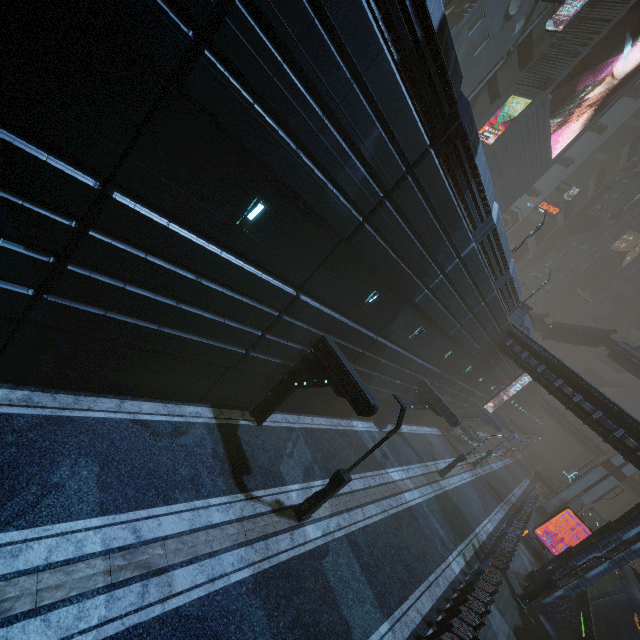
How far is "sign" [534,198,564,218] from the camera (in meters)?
50.72

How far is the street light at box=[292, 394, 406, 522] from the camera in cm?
1062

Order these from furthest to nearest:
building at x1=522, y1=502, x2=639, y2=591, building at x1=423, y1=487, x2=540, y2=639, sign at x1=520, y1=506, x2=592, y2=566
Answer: sign at x1=520, y1=506, x2=592, y2=566, building at x1=522, y1=502, x2=639, y2=591, building at x1=423, y1=487, x2=540, y2=639

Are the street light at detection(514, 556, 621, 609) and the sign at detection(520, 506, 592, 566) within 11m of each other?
yes

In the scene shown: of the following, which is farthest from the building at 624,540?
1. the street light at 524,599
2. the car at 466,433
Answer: the street light at 524,599

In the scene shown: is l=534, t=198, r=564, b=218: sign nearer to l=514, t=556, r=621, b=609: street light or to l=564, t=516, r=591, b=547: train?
l=564, t=516, r=591, b=547: train

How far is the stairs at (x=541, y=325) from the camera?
43.7m

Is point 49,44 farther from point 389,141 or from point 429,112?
point 429,112
